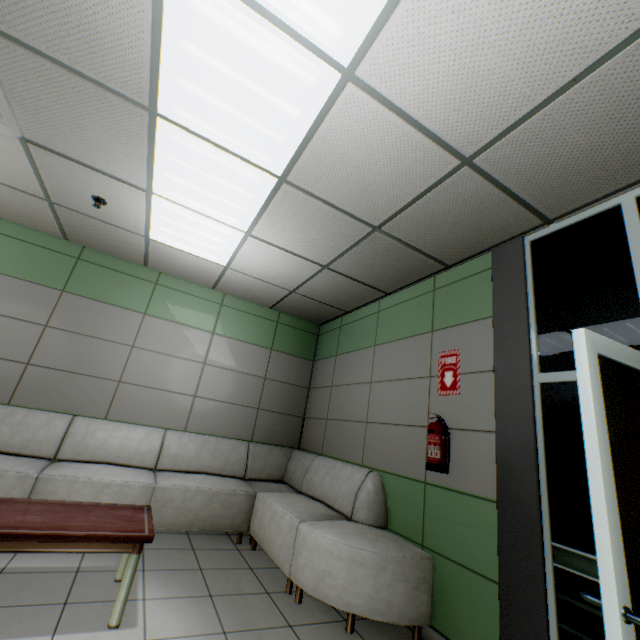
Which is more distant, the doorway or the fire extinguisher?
the fire extinguisher

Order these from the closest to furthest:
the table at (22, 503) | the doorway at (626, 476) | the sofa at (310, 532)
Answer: the doorway at (626, 476), the table at (22, 503), the sofa at (310, 532)

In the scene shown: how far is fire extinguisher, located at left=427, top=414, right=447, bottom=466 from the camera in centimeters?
274cm

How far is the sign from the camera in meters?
3.0

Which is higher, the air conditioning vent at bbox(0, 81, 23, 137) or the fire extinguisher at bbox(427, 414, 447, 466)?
the air conditioning vent at bbox(0, 81, 23, 137)

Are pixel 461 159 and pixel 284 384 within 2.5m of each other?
no

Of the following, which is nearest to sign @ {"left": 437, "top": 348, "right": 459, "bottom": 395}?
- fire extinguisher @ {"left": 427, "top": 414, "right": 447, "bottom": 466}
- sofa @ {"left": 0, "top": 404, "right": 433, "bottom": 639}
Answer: fire extinguisher @ {"left": 427, "top": 414, "right": 447, "bottom": 466}

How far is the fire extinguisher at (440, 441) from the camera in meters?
2.7 m
